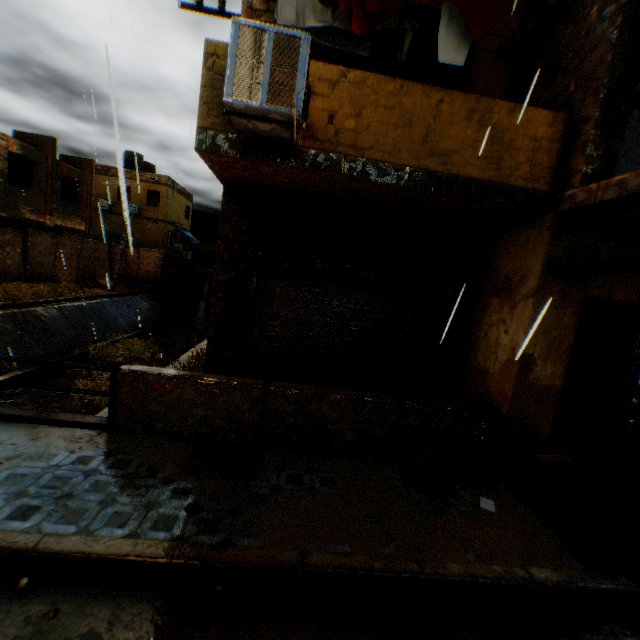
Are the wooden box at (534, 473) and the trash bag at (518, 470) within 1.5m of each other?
yes

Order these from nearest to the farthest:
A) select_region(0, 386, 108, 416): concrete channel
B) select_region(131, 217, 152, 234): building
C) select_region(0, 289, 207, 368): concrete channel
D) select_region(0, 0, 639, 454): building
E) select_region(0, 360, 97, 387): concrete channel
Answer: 1. select_region(0, 0, 639, 454): building
2. select_region(0, 386, 108, 416): concrete channel
3. select_region(0, 360, 97, 387): concrete channel
4. select_region(0, 289, 207, 368): concrete channel
5. select_region(131, 217, 152, 234): building

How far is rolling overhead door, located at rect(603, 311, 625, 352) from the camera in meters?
5.0 m

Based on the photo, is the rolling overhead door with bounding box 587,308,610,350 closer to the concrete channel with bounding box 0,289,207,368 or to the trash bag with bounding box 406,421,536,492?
the concrete channel with bounding box 0,289,207,368

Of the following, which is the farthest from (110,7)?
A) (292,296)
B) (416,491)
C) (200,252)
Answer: (200,252)

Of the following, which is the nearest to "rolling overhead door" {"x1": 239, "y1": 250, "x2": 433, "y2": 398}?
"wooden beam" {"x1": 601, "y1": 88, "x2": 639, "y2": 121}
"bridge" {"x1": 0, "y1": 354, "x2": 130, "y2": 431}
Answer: "bridge" {"x1": 0, "y1": 354, "x2": 130, "y2": 431}

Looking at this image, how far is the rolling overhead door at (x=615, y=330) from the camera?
5.0 meters
